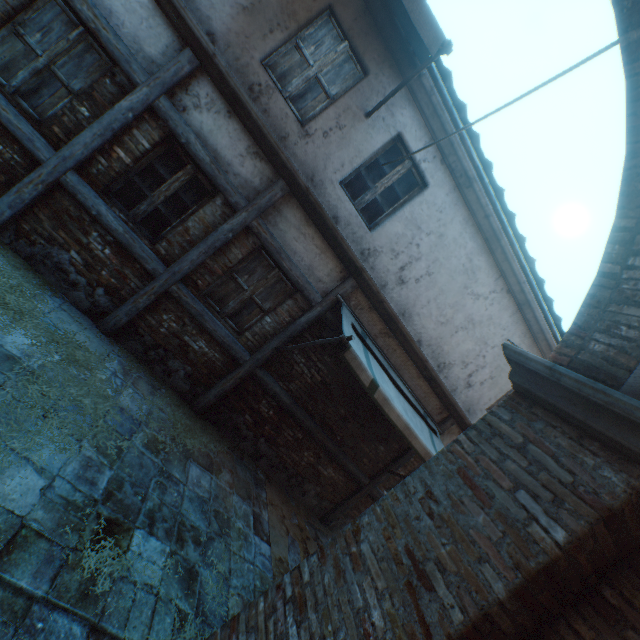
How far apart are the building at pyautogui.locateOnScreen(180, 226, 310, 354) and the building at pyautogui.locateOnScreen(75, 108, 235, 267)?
0.3 meters

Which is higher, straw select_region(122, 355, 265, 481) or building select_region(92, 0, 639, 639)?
building select_region(92, 0, 639, 639)

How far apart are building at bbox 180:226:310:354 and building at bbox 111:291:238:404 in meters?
0.2

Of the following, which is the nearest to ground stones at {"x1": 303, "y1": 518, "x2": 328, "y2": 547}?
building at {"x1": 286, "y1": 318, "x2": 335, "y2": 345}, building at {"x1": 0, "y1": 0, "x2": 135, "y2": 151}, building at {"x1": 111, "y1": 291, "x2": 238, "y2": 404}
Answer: building at {"x1": 0, "y1": 0, "x2": 135, "y2": 151}

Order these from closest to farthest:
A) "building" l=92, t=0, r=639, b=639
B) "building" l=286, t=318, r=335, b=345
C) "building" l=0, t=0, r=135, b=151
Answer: "building" l=92, t=0, r=639, b=639 < "building" l=0, t=0, r=135, b=151 < "building" l=286, t=318, r=335, b=345

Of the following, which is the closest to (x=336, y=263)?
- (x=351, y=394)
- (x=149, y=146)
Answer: (x=351, y=394)

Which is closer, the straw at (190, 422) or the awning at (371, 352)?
the awning at (371, 352)

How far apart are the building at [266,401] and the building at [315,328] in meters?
0.2 m
